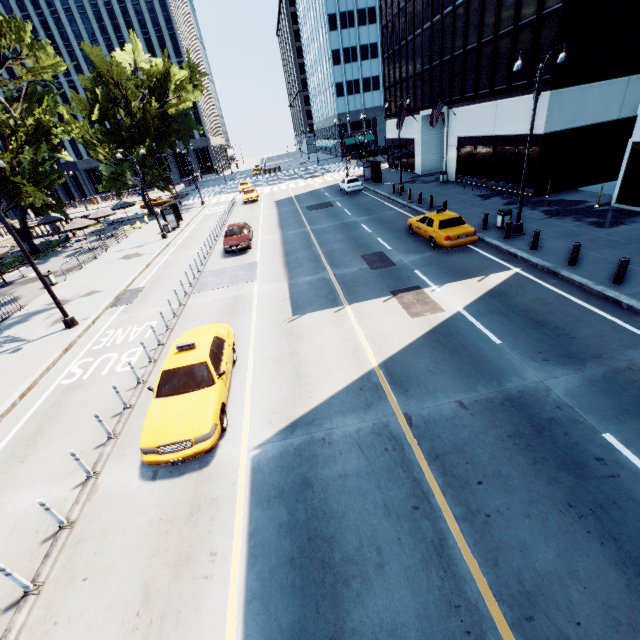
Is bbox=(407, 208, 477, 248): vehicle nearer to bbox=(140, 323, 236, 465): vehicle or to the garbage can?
the garbage can

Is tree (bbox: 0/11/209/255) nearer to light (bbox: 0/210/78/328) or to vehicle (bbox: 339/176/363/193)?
light (bbox: 0/210/78/328)

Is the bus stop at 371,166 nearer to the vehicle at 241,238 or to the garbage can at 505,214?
the vehicle at 241,238

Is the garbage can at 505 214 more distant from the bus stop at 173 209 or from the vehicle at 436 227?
the bus stop at 173 209

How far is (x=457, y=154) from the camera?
29.1m

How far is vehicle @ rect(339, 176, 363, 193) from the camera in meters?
33.8

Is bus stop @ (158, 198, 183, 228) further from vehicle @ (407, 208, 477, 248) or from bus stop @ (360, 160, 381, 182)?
vehicle @ (407, 208, 477, 248)

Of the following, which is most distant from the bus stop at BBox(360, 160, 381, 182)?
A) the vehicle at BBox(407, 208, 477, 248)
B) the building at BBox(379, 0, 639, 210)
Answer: the vehicle at BBox(407, 208, 477, 248)
